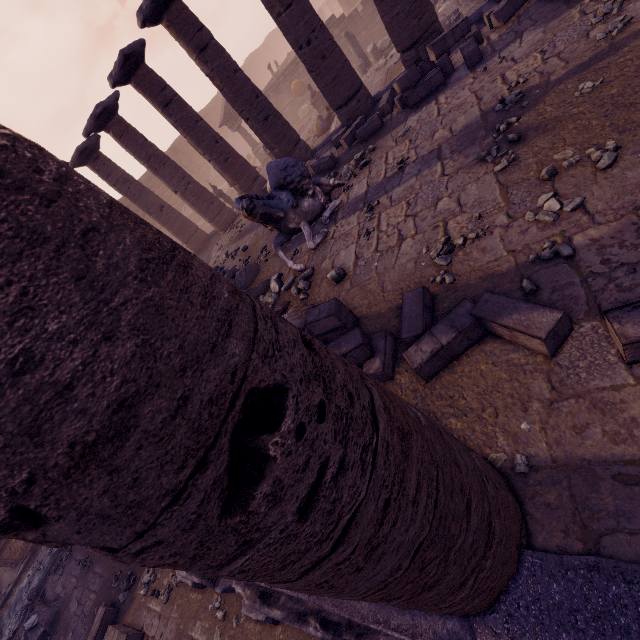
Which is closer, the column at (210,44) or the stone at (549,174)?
the stone at (549,174)

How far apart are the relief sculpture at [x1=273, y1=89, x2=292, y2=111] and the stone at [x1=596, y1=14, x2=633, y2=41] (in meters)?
20.64

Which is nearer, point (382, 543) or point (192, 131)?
point (382, 543)

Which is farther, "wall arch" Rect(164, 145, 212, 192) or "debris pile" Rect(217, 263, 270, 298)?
"wall arch" Rect(164, 145, 212, 192)

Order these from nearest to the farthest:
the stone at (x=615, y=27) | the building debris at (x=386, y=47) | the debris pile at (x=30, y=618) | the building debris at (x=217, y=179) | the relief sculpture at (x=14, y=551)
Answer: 1. the stone at (x=615, y=27)
2. the debris pile at (x=30, y=618)
3. the relief sculpture at (x=14, y=551)
4. the building debris at (x=386, y=47)
5. the building debris at (x=217, y=179)

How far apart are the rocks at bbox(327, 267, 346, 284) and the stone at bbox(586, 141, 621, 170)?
3.06m

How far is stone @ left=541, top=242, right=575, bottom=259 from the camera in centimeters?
298cm

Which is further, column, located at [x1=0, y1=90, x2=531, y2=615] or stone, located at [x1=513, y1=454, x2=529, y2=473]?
stone, located at [x1=513, y1=454, x2=529, y2=473]
